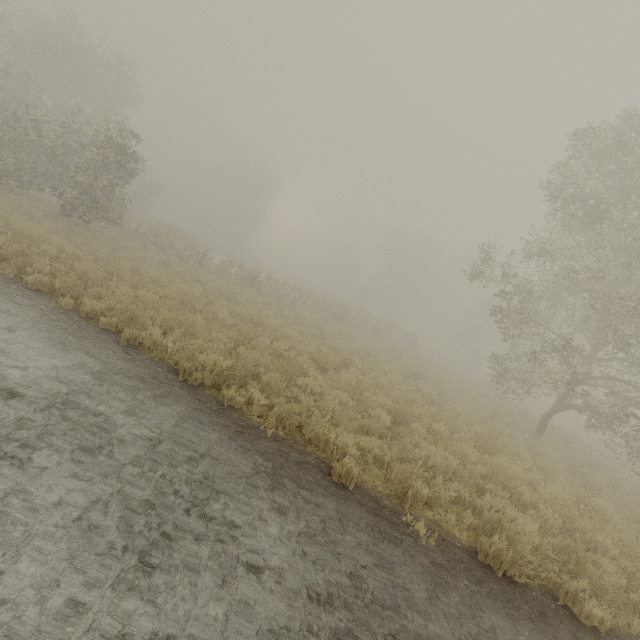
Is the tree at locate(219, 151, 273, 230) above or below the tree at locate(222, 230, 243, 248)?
above

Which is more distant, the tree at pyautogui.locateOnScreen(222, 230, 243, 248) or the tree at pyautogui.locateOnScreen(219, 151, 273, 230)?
the tree at pyautogui.locateOnScreen(222, 230, 243, 248)

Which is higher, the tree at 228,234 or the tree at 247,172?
the tree at 247,172

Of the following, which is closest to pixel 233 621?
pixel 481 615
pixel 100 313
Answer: pixel 481 615

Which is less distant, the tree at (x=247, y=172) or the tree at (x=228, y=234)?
the tree at (x=247, y=172)

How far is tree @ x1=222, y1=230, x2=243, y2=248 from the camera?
58.8 meters
